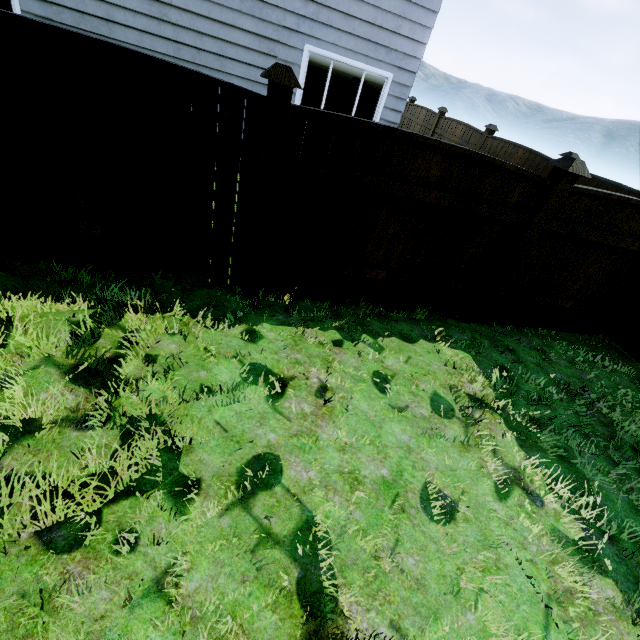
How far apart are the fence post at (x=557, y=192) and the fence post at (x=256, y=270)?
2.83m

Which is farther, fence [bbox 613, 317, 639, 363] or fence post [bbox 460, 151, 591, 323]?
fence [bbox 613, 317, 639, 363]

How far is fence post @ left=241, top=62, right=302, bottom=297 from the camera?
Result: 2.54m

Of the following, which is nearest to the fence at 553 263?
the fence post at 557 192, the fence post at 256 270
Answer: the fence post at 557 192

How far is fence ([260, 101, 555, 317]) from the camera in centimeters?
303cm

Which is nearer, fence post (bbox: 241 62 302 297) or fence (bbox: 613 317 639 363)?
fence post (bbox: 241 62 302 297)

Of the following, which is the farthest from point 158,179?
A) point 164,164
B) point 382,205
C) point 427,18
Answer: point 427,18

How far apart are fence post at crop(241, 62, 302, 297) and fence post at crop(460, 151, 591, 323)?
2.8m
